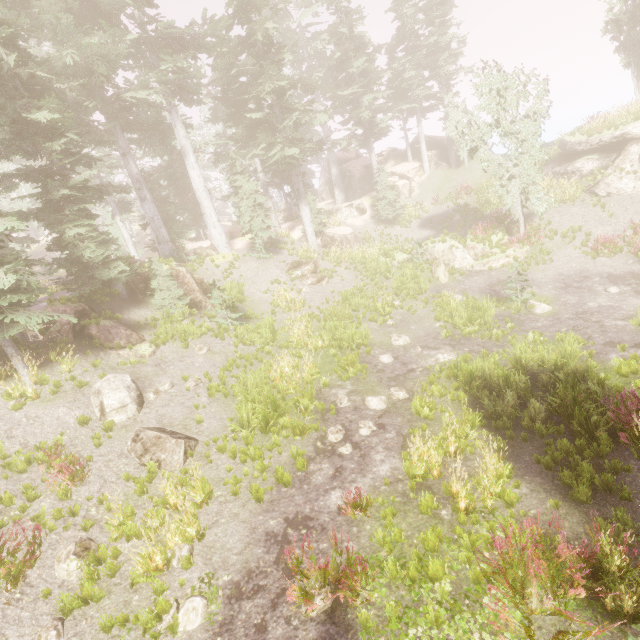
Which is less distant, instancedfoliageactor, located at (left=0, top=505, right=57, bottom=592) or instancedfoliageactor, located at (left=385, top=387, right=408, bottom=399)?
instancedfoliageactor, located at (left=0, top=505, right=57, bottom=592)

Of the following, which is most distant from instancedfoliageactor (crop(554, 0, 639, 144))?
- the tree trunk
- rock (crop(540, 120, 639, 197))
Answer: the tree trunk

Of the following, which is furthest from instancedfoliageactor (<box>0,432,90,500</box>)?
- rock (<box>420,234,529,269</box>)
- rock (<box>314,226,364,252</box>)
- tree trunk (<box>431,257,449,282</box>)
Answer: tree trunk (<box>431,257,449,282</box>)

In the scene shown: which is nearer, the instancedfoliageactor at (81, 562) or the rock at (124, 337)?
the instancedfoliageactor at (81, 562)

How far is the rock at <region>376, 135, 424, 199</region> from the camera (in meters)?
32.94

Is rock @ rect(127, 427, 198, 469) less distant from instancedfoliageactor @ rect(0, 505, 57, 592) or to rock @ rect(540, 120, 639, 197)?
instancedfoliageactor @ rect(0, 505, 57, 592)

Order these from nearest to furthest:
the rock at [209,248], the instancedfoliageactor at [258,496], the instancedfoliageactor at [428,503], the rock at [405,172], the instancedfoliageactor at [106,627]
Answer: the instancedfoliageactor at [106,627] → the instancedfoliageactor at [428,503] → the instancedfoliageactor at [258,496] → the rock at [209,248] → the rock at [405,172]

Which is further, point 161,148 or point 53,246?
point 161,148
